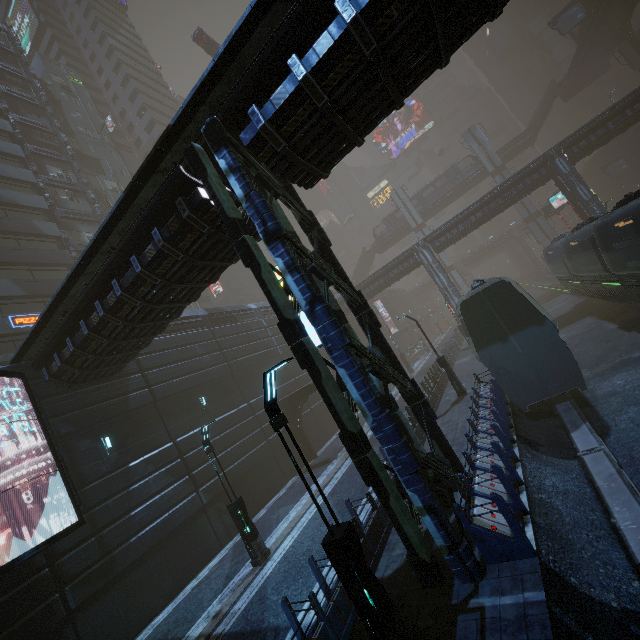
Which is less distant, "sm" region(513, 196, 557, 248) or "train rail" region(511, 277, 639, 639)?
"train rail" region(511, 277, 639, 639)

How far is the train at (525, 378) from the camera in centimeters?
1166cm

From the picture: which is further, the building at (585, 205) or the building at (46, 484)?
the building at (585, 205)

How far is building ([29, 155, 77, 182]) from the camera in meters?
34.1 m

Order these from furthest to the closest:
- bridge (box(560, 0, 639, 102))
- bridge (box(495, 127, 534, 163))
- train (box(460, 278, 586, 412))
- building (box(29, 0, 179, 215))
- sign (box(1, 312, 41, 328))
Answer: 1. bridge (box(495, 127, 534, 163))
2. building (box(29, 0, 179, 215))
3. bridge (box(560, 0, 639, 102))
4. sign (box(1, 312, 41, 328))
5. train (box(460, 278, 586, 412))

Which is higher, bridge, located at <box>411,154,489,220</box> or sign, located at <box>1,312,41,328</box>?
bridge, located at <box>411,154,489,220</box>

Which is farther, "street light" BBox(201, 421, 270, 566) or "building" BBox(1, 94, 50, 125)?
"building" BBox(1, 94, 50, 125)

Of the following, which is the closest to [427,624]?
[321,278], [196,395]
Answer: [321,278]
